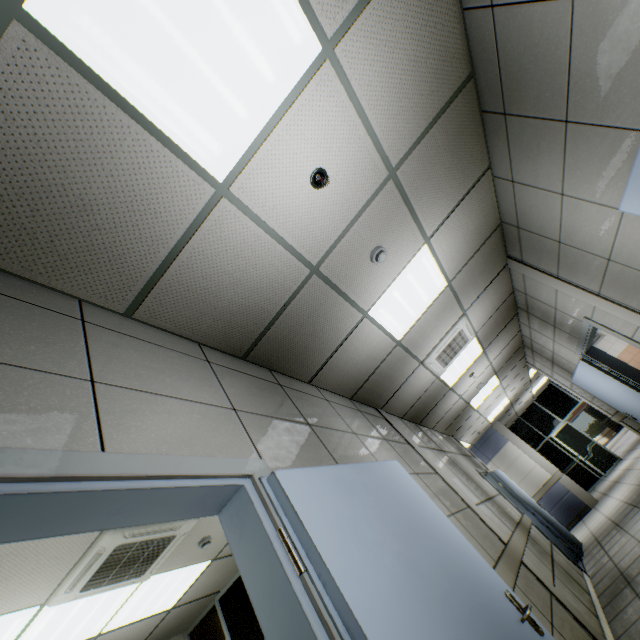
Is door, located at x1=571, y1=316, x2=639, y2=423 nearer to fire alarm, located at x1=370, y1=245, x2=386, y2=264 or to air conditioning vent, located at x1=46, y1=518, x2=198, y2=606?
fire alarm, located at x1=370, y1=245, x2=386, y2=264

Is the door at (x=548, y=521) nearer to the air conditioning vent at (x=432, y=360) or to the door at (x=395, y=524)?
the air conditioning vent at (x=432, y=360)

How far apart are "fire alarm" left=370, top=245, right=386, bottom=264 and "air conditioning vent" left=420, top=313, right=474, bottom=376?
2.4m

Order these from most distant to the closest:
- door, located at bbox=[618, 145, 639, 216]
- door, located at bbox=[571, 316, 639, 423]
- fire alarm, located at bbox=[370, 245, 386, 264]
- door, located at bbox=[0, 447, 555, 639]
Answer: door, located at bbox=[571, 316, 639, 423] → fire alarm, located at bbox=[370, 245, 386, 264] → door, located at bbox=[618, 145, 639, 216] → door, located at bbox=[0, 447, 555, 639]

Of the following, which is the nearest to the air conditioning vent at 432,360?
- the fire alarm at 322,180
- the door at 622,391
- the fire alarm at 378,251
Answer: the door at 622,391

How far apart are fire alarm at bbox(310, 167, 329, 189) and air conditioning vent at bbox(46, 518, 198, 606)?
3.5 meters

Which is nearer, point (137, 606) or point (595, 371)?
point (137, 606)

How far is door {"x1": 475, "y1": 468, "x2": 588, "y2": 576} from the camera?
6.35m
